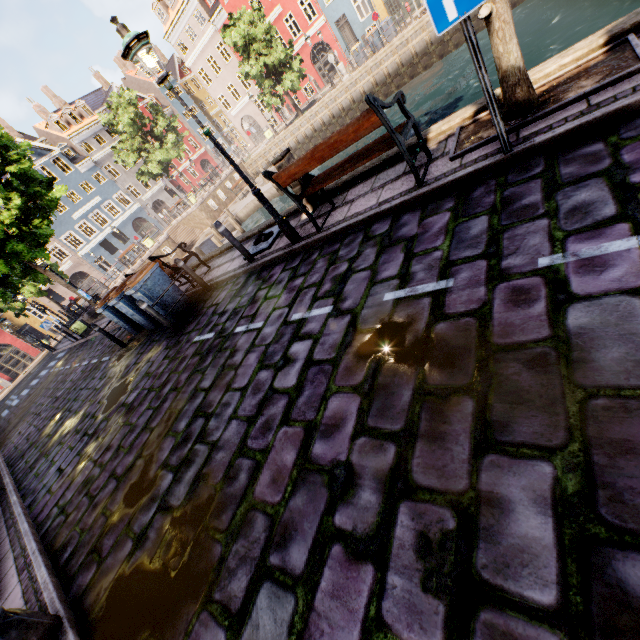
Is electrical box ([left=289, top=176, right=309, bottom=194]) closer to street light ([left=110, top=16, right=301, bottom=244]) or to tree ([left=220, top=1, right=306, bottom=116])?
street light ([left=110, top=16, right=301, bottom=244])

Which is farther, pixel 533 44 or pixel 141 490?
pixel 533 44

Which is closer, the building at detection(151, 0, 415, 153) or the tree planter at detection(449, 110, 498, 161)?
the tree planter at detection(449, 110, 498, 161)

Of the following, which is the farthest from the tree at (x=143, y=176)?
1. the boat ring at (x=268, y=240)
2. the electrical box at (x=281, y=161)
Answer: the boat ring at (x=268, y=240)

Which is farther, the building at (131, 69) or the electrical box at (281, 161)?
the building at (131, 69)

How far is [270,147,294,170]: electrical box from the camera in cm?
636

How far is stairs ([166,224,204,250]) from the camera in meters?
28.0 m

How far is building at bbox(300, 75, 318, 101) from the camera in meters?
32.8
